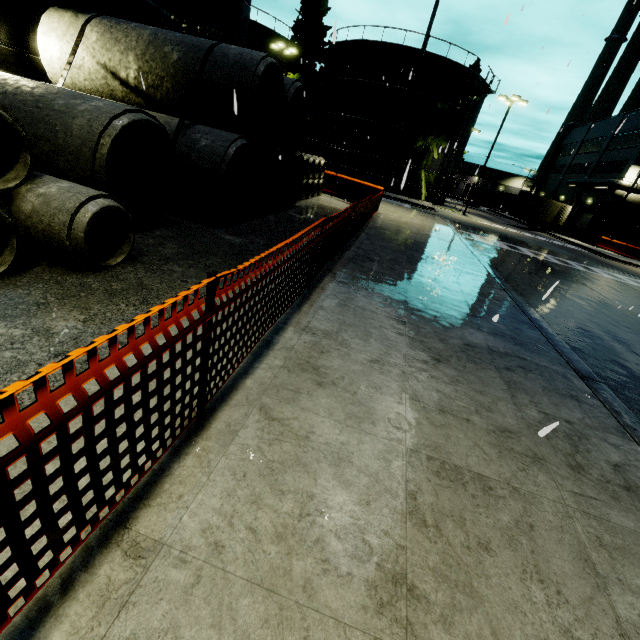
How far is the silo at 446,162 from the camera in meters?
29.6

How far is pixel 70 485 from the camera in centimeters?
126cm

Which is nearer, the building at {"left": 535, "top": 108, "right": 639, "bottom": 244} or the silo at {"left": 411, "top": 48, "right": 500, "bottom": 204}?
the silo at {"left": 411, "top": 48, "right": 500, "bottom": 204}

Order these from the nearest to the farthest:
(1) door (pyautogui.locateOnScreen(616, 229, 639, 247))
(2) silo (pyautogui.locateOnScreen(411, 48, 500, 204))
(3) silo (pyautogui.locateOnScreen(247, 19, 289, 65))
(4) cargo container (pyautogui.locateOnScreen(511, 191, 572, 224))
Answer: (2) silo (pyautogui.locateOnScreen(411, 48, 500, 204)) < (3) silo (pyautogui.locateOnScreen(247, 19, 289, 65)) < (4) cargo container (pyautogui.locateOnScreen(511, 191, 572, 224)) < (1) door (pyautogui.locateOnScreen(616, 229, 639, 247))

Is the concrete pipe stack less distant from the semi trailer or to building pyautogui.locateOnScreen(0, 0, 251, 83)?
building pyautogui.locateOnScreen(0, 0, 251, 83)

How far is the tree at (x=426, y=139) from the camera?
30.6m

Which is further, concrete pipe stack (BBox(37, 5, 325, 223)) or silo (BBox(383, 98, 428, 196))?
silo (BBox(383, 98, 428, 196))

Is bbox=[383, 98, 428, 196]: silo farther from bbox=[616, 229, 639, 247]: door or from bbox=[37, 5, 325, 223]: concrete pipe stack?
bbox=[616, 229, 639, 247]: door
